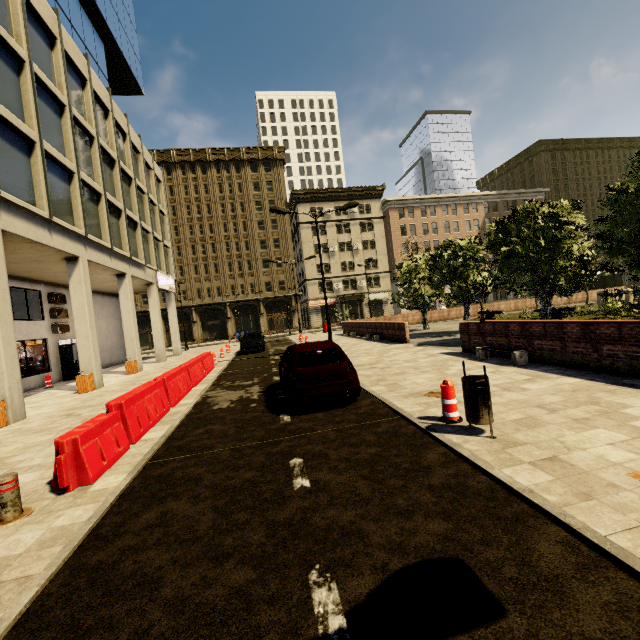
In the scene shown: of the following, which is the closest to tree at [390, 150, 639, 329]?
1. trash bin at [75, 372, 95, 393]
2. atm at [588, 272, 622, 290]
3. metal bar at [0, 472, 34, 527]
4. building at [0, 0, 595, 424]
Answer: atm at [588, 272, 622, 290]

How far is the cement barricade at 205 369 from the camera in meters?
4.8 m

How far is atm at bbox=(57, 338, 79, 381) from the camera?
19.2m

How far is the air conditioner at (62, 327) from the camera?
19.08m

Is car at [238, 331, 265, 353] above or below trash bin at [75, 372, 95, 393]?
above

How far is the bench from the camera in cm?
926

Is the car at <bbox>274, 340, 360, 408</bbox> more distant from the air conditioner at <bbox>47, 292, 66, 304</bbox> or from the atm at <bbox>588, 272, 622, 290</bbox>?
the atm at <bbox>588, 272, 622, 290</bbox>

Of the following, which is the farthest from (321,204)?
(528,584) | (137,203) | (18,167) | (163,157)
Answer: (528,584)
